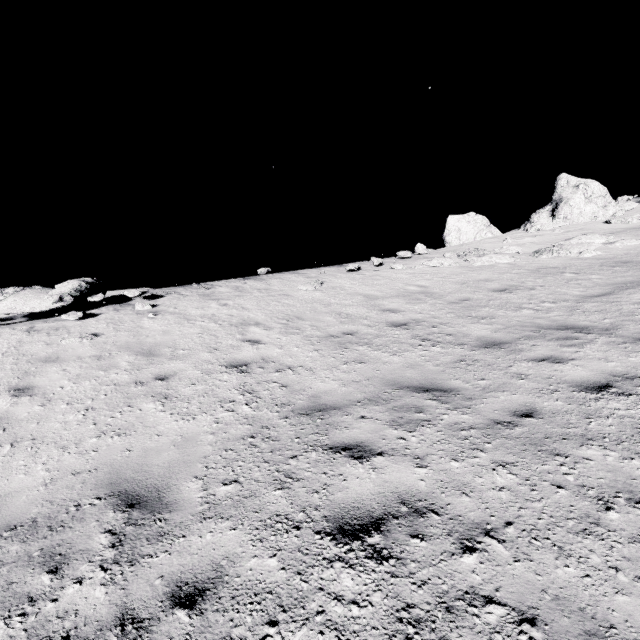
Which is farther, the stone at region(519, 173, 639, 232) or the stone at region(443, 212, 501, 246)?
the stone at region(443, 212, 501, 246)

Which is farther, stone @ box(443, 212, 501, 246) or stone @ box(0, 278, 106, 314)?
stone @ box(443, 212, 501, 246)

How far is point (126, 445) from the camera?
4.3 meters

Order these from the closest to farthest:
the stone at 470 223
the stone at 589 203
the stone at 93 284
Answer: the stone at 93 284 < the stone at 589 203 < the stone at 470 223

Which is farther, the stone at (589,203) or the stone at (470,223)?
the stone at (470,223)

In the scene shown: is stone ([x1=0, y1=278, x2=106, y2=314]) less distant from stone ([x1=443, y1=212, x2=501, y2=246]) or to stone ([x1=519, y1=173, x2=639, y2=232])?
stone ([x1=519, y1=173, x2=639, y2=232])
